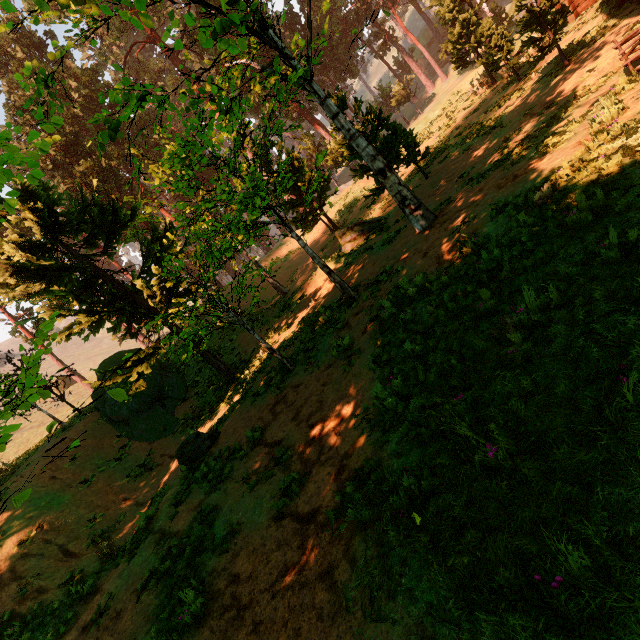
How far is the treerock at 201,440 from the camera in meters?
9.9

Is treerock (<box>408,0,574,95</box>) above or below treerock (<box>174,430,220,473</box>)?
above

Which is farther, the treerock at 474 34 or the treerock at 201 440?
the treerock at 474 34

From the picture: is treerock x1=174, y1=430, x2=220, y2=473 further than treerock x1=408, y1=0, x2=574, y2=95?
No

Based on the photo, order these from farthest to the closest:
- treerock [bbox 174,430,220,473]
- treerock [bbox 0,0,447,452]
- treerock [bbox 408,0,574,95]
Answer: treerock [bbox 408,0,574,95] → treerock [bbox 174,430,220,473] → treerock [bbox 0,0,447,452]

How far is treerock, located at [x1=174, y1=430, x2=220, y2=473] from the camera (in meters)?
9.91

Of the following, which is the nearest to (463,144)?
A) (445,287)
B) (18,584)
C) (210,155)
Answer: (445,287)
